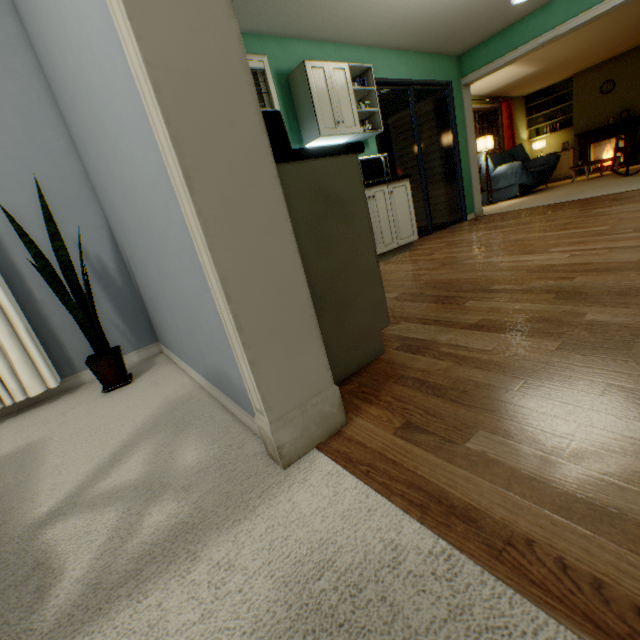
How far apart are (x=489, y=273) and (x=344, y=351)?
1.50m

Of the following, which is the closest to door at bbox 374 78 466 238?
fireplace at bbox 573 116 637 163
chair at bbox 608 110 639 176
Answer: chair at bbox 608 110 639 176

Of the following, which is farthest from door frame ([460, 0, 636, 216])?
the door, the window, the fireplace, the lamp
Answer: the fireplace

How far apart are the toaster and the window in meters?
2.0 m

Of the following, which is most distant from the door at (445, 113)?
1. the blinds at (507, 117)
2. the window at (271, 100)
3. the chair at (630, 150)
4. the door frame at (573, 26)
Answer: the chair at (630, 150)

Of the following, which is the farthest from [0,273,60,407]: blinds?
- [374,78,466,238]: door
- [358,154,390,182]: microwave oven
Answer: [374,78,466,238]: door

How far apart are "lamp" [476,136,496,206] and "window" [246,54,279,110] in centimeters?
567cm

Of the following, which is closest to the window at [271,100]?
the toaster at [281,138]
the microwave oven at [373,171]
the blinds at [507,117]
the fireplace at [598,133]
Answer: the microwave oven at [373,171]
